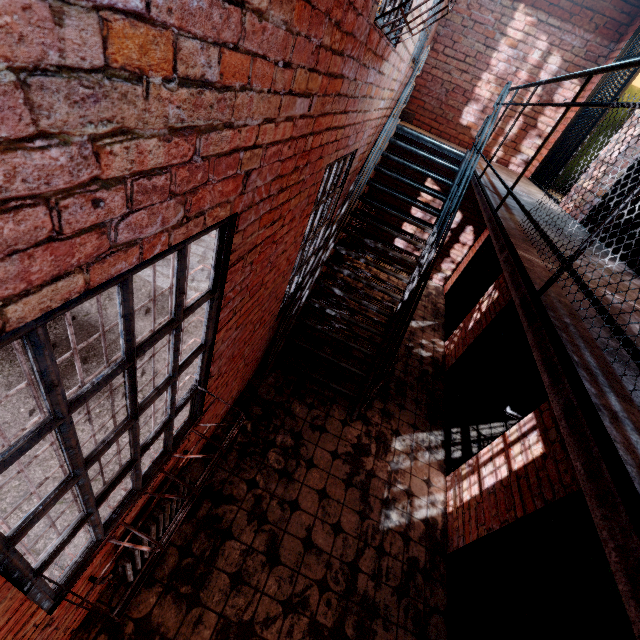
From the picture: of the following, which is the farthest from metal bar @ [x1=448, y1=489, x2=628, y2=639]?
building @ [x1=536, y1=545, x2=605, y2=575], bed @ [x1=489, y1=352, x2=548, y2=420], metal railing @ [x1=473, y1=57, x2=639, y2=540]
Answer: bed @ [x1=489, y1=352, x2=548, y2=420]

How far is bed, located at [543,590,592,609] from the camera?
2.96m

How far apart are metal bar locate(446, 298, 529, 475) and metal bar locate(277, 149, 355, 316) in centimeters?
292cm

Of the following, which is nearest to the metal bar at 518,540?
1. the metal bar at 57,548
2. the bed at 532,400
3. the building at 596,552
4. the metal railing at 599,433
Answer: the building at 596,552

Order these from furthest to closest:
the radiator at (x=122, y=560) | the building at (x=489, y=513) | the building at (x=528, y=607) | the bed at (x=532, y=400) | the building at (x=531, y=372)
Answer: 1. the building at (x=531, y=372)
2. the bed at (x=532, y=400)
3. the building at (x=528, y=607)
4. the building at (x=489, y=513)
5. the radiator at (x=122, y=560)

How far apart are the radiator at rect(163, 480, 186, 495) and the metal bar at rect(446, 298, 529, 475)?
3.2 meters

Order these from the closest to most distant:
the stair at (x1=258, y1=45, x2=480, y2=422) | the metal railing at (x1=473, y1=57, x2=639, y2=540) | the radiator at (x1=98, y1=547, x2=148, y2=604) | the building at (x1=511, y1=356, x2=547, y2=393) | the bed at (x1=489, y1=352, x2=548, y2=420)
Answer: the metal railing at (x1=473, y1=57, x2=639, y2=540) < the radiator at (x1=98, y1=547, x2=148, y2=604) < the stair at (x1=258, y1=45, x2=480, y2=422) < the bed at (x1=489, y1=352, x2=548, y2=420) < the building at (x1=511, y1=356, x2=547, y2=393)

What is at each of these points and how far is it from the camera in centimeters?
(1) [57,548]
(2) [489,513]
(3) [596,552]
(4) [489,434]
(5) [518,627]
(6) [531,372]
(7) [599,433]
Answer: (1) metal bar, 157cm
(2) building, 318cm
(3) building, 298cm
(4) building, 505cm
(5) building, 320cm
(6) building, 552cm
(7) metal railing, 88cm
